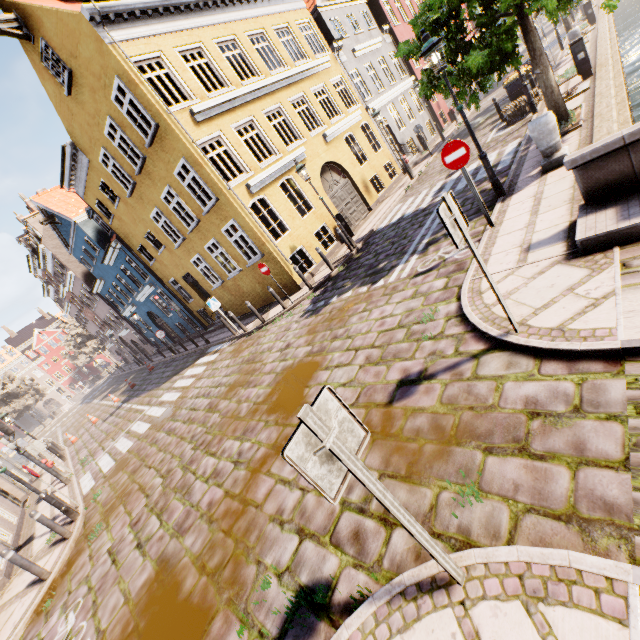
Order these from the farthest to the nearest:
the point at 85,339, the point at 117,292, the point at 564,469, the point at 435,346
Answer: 1. the point at 85,339
2. the point at 117,292
3. the point at 435,346
4. the point at 564,469

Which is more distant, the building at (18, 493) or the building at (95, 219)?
the building at (95, 219)

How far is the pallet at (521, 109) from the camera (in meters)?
12.62

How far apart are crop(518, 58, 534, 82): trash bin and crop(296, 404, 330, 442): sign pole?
19.12m

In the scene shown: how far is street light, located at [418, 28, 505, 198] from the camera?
6.4 meters

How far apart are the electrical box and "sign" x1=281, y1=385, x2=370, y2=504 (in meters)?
15.42

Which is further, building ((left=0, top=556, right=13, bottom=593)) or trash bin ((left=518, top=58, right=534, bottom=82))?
trash bin ((left=518, top=58, right=534, bottom=82))

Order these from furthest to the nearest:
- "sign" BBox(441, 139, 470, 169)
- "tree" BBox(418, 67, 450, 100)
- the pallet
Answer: the pallet → "tree" BBox(418, 67, 450, 100) → "sign" BBox(441, 139, 470, 169)
